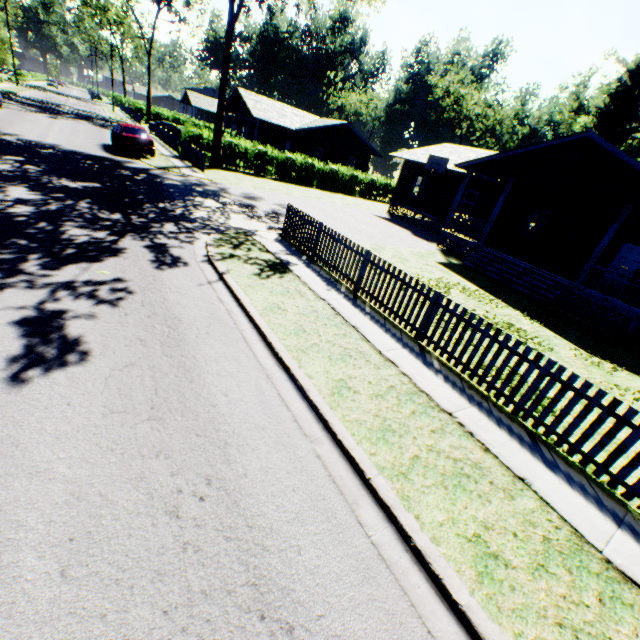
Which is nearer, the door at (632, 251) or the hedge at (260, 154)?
the door at (632, 251)

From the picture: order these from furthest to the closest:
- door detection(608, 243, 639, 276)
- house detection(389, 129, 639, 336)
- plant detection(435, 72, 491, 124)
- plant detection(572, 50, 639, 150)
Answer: plant detection(435, 72, 491, 124), plant detection(572, 50, 639, 150), door detection(608, 243, 639, 276), house detection(389, 129, 639, 336)

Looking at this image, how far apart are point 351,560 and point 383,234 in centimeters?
1767cm

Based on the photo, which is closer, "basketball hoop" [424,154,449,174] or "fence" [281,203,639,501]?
"fence" [281,203,639,501]

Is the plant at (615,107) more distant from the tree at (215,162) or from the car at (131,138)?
the tree at (215,162)

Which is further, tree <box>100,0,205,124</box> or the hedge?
tree <box>100,0,205,124</box>

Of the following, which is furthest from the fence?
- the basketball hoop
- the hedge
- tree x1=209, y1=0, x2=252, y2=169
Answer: the hedge

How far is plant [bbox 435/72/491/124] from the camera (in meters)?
53.22
